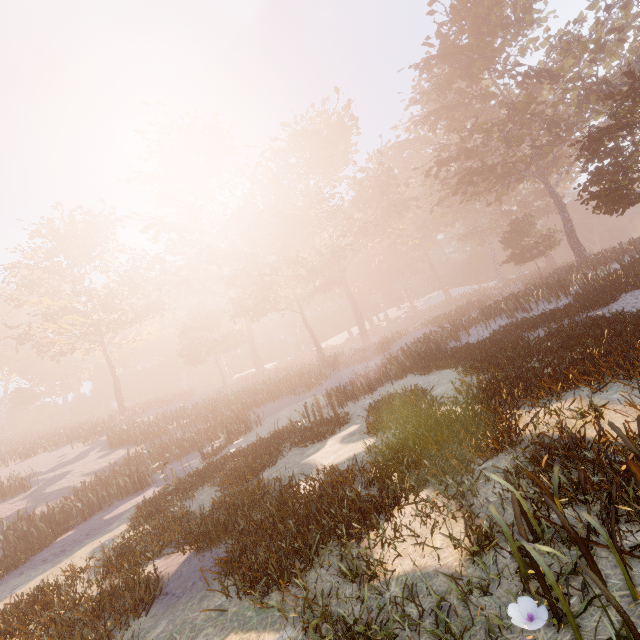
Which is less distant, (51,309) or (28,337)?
(28,337)
